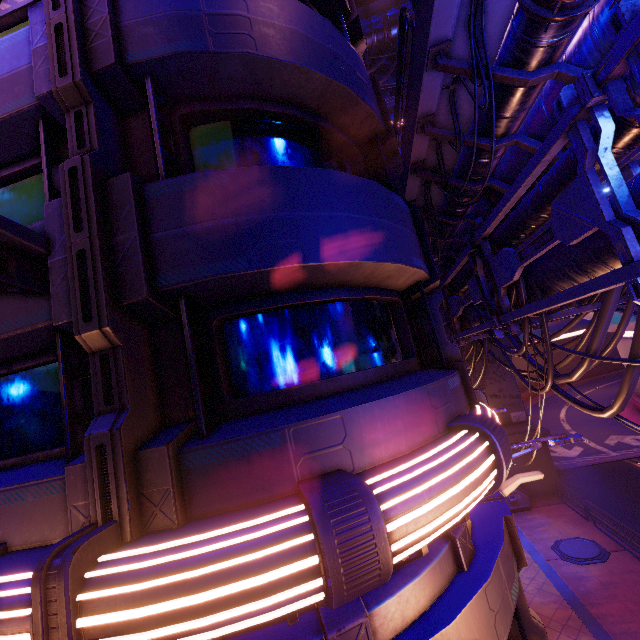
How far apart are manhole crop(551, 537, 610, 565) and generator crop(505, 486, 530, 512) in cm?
318

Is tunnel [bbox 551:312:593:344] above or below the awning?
below

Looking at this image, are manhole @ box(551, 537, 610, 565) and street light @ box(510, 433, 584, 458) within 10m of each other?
no

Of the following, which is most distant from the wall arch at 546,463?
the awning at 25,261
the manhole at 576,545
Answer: the awning at 25,261

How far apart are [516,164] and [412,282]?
4.3m

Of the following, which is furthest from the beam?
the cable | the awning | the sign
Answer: the sign

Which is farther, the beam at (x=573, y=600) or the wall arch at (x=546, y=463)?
the wall arch at (x=546, y=463)

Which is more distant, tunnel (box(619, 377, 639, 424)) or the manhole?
tunnel (box(619, 377, 639, 424))
